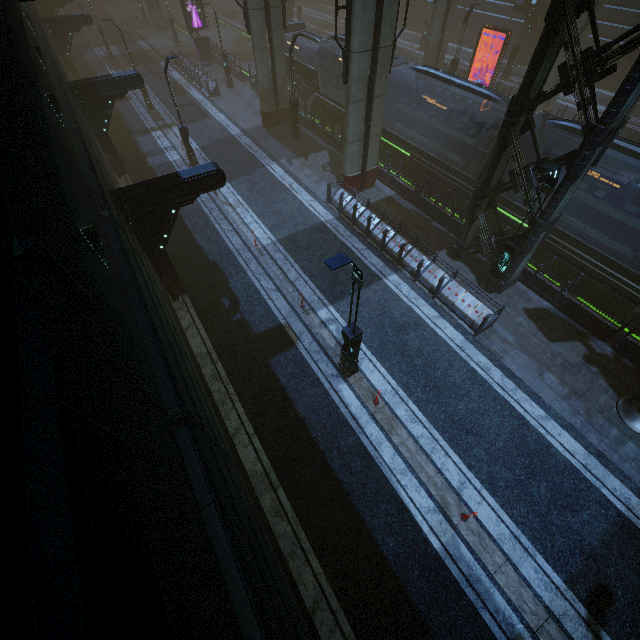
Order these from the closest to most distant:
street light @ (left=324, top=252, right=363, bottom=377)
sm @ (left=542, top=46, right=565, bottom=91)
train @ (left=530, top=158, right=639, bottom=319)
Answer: street light @ (left=324, top=252, right=363, bottom=377) → train @ (left=530, top=158, right=639, bottom=319) → sm @ (left=542, top=46, right=565, bottom=91)

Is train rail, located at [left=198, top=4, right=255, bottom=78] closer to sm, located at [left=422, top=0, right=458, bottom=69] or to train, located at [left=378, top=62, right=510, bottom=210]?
train, located at [left=378, top=62, right=510, bottom=210]

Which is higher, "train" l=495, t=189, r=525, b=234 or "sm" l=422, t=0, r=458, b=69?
"sm" l=422, t=0, r=458, b=69

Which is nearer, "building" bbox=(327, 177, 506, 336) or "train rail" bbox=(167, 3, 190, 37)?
"building" bbox=(327, 177, 506, 336)

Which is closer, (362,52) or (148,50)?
(362,52)

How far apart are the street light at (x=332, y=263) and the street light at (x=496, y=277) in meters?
6.6 m

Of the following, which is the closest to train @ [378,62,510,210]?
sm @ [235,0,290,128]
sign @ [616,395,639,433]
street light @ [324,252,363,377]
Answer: sm @ [235,0,290,128]

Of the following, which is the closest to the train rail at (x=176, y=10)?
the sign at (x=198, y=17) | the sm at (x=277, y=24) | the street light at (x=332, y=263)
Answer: the sm at (x=277, y=24)
